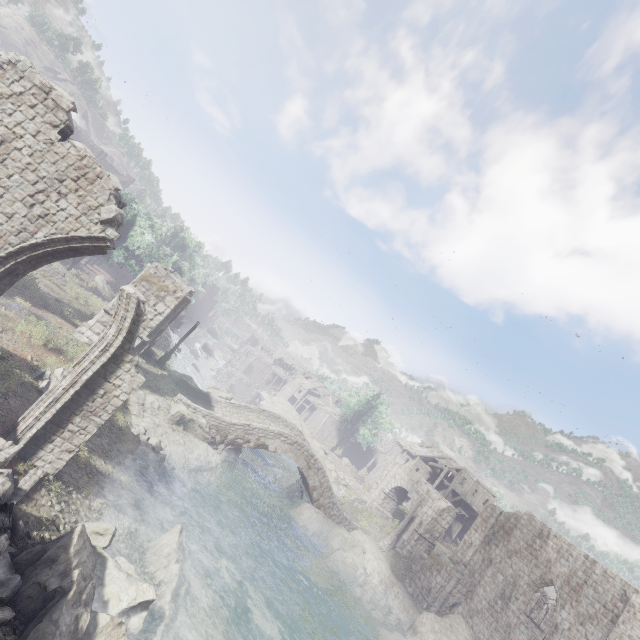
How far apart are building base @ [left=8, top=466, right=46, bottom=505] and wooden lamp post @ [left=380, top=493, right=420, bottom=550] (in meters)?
27.88

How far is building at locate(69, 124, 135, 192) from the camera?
48.53m

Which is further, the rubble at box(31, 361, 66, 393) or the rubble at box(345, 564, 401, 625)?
the rubble at box(345, 564, 401, 625)

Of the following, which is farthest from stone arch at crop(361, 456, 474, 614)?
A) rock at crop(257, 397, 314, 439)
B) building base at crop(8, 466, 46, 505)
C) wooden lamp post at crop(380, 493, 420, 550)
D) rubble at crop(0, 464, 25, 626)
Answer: → rock at crop(257, 397, 314, 439)

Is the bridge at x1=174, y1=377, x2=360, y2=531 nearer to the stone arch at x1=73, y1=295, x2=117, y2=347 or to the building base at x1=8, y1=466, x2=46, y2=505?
the stone arch at x1=73, y1=295, x2=117, y2=347

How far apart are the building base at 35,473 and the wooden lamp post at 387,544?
27.9m

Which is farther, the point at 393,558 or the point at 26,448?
the point at 393,558

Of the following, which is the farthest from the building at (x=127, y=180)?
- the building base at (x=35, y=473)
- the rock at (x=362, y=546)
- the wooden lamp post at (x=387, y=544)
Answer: the building base at (x=35, y=473)
